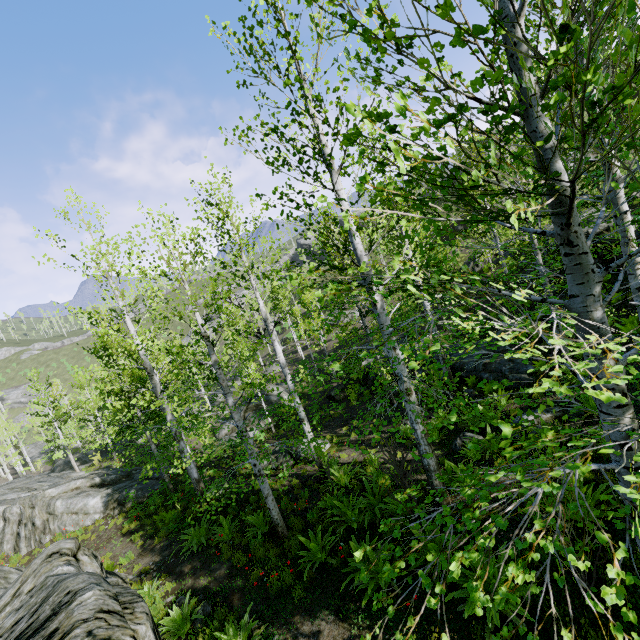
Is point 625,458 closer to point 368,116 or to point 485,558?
point 368,116

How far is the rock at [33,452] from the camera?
48.54m

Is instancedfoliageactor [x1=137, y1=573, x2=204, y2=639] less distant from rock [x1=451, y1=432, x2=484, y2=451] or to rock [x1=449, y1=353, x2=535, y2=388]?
rock [x1=451, y1=432, x2=484, y2=451]

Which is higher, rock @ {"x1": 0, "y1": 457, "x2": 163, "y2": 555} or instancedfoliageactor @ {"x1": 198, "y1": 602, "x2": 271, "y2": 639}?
instancedfoliageactor @ {"x1": 198, "y1": 602, "x2": 271, "y2": 639}

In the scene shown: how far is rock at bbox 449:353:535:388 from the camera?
12.1 meters

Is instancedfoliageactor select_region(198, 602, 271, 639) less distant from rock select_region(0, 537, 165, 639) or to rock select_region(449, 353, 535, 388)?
rock select_region(0, 537, 165, 639)

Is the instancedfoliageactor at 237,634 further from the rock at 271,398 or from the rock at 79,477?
the rock at 271,398

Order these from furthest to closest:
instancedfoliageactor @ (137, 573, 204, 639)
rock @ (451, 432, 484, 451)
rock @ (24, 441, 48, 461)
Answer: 1. rock @ (24, 441, 48, 461)
2. rock @ (451, 432, 484, 451)
3. instancedfoliageactor @ (137, 573, 204, 639)
